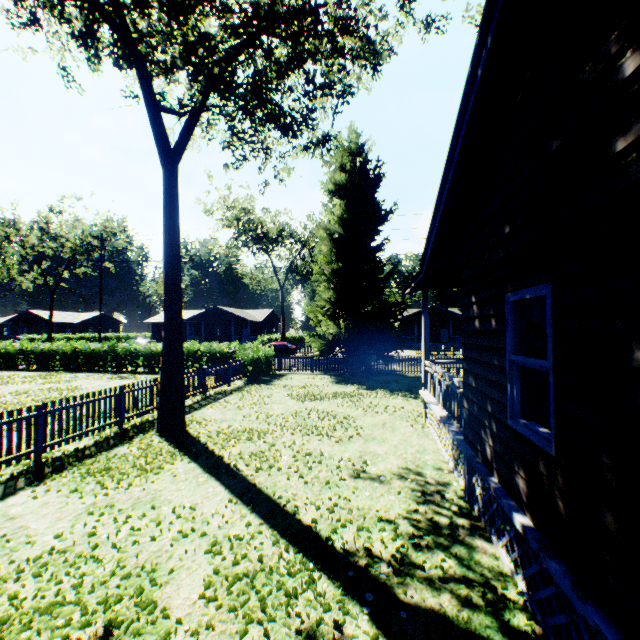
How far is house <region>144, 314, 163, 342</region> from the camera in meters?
56.1 m

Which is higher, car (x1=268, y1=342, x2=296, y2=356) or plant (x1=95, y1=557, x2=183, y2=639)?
car (x1=268, y1=342, x2=296, y2=356)

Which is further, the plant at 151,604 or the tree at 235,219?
the tree at 235,219

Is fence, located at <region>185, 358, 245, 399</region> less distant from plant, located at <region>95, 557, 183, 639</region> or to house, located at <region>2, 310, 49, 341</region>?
plant, located at <region>95, 557, 183, 639</region>

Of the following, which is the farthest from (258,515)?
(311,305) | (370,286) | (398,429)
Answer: (311,305)

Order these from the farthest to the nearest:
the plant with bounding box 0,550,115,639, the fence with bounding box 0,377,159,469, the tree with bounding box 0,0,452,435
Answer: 1. the tree with bounding box 0,0,452,435
2. the fence with bounding box 0,377,159,469
3. the plant with bounding box 0,550,115,639

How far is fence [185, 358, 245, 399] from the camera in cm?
1373

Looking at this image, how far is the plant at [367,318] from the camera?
19.44m
